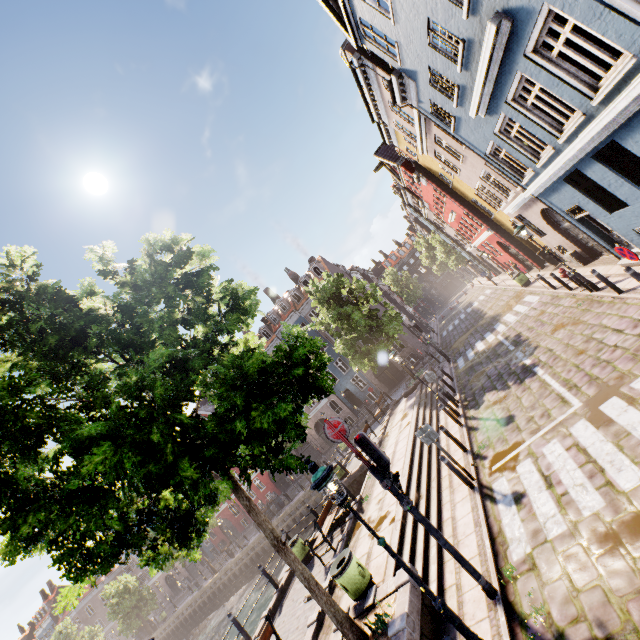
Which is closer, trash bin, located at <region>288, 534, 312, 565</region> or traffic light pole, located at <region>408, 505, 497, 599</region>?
traffic light pole, located at <region>408, 505, 497, 599</region>

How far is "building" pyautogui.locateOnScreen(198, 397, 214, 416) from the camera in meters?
43.2

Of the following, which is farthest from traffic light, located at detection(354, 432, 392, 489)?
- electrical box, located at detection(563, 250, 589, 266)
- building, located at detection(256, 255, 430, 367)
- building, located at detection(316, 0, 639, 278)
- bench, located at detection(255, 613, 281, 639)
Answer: building, located at detection(256, 255, 430, 367)

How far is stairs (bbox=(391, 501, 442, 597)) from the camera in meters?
7.0

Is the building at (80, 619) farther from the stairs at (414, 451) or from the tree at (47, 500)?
the stairs at (414, 451)

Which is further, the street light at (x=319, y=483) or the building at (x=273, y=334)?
the building at (x=273, y=334)

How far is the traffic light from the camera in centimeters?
601cm

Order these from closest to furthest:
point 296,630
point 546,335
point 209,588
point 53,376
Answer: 1. point 53,376
2. point 296,630
3. point 546,335
4. point 209,588
